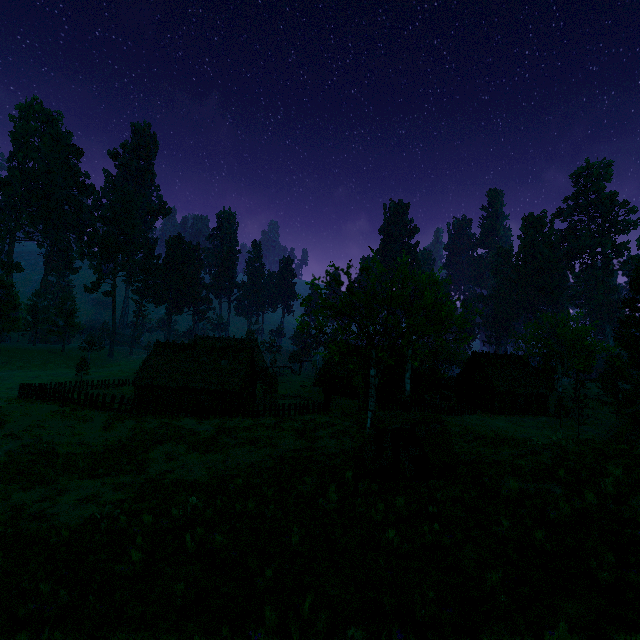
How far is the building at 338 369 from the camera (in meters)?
47.23

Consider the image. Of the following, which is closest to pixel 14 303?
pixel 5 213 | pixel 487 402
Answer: pixel 5 213

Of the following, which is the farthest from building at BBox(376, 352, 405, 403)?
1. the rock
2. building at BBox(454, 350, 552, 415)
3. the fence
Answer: the rock

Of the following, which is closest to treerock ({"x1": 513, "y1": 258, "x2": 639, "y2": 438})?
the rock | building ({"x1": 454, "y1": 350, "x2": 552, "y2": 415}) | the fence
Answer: building ({"x1": 454, "y1": 350, "x2": 552, "y2": 415})

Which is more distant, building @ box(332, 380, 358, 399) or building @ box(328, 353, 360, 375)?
building @ box(328, 353, 360, 375)

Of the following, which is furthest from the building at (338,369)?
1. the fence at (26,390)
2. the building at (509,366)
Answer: the building at (509,366)

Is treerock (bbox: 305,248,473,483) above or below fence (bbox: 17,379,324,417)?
above

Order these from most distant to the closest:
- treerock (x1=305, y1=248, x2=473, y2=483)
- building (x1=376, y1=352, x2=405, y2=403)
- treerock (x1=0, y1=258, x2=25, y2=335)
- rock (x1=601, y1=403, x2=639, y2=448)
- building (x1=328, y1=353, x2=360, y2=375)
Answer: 1. treerock (x1=0, y1=258, x2=25, y2=335)
2. building (x1=328, y1=353, x2=360, y2=375)
3. building (x1=376, y1=352, x2=405, y2=403)
4. rock (x1=601, y1=403, x2=639, y2=448)
5. treerock (x1=305, y1=248, x2=473, y2=483)
